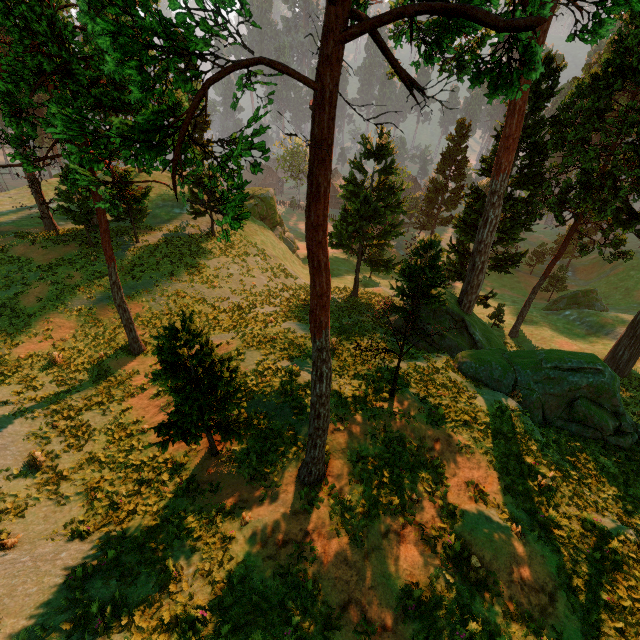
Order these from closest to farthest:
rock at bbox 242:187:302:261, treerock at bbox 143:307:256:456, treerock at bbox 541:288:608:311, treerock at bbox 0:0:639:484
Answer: treerock at bbox 0:0:639:484, treerock at bbox 143:307:256:456, treerock at bbox 541:288:608:311, rock at bbox 242:187:302:261

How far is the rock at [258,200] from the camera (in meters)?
42.25

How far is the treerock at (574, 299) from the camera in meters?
41.5

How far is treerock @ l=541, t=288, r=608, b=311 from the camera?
41.5m

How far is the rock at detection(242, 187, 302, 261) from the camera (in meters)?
42.25

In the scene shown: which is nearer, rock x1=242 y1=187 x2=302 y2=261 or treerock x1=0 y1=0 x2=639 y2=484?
treerock x1=0 y1=0 x2=639 y2=484

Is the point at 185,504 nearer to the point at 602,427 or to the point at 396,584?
the point at 396,584
